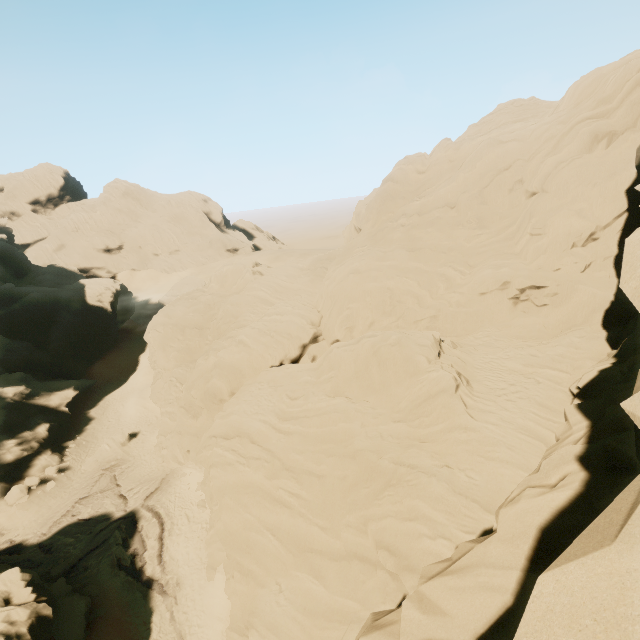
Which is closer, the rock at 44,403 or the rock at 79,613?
the rock at 79,613

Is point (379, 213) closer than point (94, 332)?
Yes

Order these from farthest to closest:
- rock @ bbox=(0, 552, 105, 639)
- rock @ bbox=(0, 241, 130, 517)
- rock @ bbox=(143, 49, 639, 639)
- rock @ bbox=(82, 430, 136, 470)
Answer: rock @ bbox=(82, 430, 136, 470) < rock @ bbox=(0, 241, 130, 517) < rock @ bbox=(0, 552, 105, 639) < rock @ bbox=(143, 49, 639, 639)

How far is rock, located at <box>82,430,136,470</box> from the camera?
33.1m

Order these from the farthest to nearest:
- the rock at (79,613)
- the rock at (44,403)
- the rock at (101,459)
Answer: the rock at (101,459), the rock at (44,403), the rock at (79,613)

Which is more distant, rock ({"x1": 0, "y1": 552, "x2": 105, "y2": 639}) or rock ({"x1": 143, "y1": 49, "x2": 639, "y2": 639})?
rock ({"x1": 0, "y1": 552, "x2": 105, "y2": 639})
